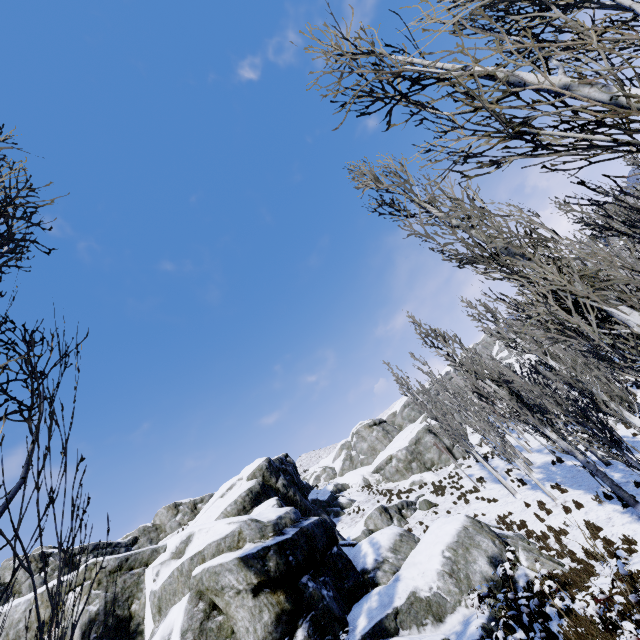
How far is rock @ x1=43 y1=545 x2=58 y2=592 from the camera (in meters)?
10.75

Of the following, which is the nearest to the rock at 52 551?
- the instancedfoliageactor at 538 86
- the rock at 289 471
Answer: the rock at 289 471

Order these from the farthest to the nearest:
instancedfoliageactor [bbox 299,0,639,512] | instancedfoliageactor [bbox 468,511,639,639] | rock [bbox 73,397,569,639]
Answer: rock [bbox 73,397,569,639] → instancedfoliageactor [bbox 468,511,639,639] → instancedfoliageactor [bbox 299,0,639,512]

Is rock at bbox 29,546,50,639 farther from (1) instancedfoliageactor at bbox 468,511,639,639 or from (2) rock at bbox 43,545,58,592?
(2) rock at bbox 43,545,58,592

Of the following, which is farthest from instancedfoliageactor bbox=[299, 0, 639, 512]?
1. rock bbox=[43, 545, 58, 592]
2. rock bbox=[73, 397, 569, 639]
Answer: rock bbox=[43, 545, 58, 592]

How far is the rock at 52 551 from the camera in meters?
10.8

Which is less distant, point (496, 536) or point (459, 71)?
point (459, 71)
